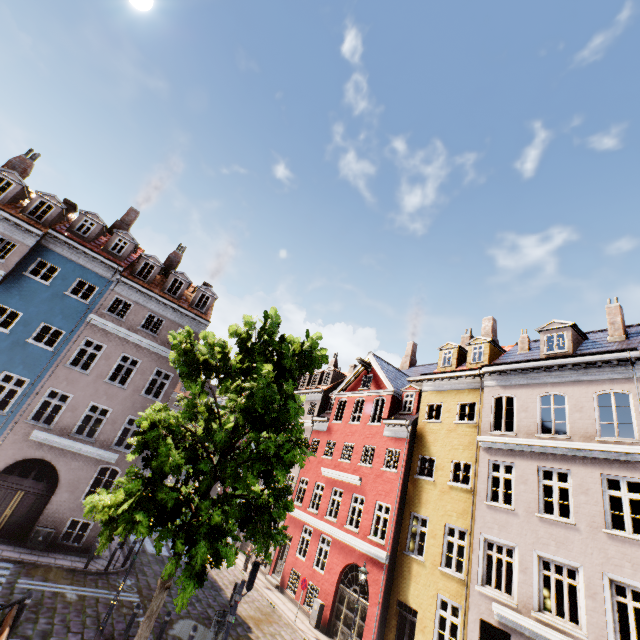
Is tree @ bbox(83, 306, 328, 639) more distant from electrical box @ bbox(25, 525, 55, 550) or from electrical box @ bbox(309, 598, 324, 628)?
electrical box @ bbox(309, 598, 324, 628)

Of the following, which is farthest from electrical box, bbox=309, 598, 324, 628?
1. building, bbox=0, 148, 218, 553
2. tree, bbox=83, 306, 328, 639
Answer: tree, bbox=83, 306, 328, 639

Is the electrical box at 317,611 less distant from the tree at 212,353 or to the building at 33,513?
the building at 33,513

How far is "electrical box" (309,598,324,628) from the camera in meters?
16.5

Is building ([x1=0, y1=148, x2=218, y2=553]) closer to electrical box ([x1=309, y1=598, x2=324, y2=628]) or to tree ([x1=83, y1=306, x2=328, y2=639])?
electrical box ([x1=309, y1=598, x2=324, y2=628])

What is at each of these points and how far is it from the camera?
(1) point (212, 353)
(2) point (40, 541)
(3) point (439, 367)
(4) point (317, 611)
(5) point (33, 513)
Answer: (1) tree, 12.4 meters
(2) electrical box, 14.7 meters
(3) building, 20.3 meters
(4) electrical box, 16.7 meters
(5) building, 15.3 meters

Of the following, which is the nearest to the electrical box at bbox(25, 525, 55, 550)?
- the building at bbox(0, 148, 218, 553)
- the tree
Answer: the building at bbox(0, 148, 218, 553)

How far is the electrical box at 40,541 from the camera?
14.5 meters
